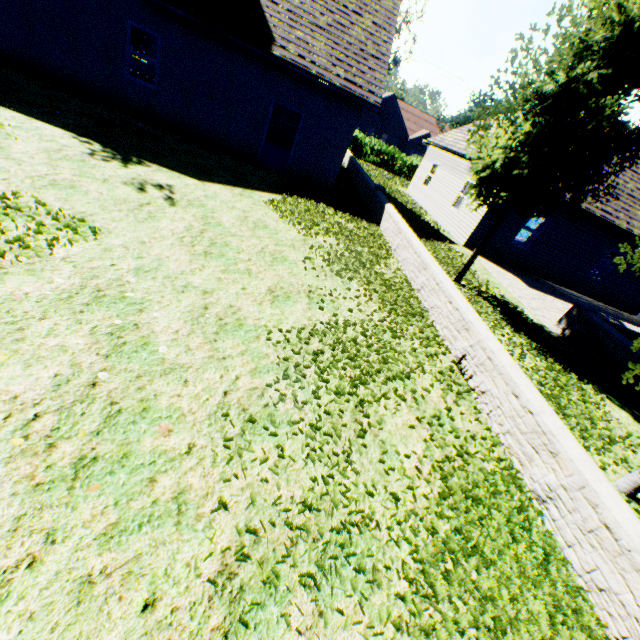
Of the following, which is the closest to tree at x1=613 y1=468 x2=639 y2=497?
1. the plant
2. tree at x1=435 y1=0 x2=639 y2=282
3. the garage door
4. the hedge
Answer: tree at x1=435 y1=0 x2=639 y2=282

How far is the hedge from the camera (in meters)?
29.25

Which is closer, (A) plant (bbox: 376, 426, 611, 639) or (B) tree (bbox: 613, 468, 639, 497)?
(A) plant (bbox: 376, 426, 611, 639)

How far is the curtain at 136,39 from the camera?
17.64m

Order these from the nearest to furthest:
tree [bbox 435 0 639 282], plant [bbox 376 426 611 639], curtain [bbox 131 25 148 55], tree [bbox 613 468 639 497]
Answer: plant [bbox 376 426 611 639], tree [bbox 613 468 639 497], tree [bbox 435 0 639 282], curtain [bbox 131 25 148 55]

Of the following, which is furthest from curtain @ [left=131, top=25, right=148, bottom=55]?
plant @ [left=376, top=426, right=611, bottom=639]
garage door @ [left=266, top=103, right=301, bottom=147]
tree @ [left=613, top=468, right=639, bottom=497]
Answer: tree @ [left=613, top=468, right=639, bottom=497]

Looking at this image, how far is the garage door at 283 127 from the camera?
18.2 meters

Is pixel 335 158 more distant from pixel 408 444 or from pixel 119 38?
pixel 408 444
